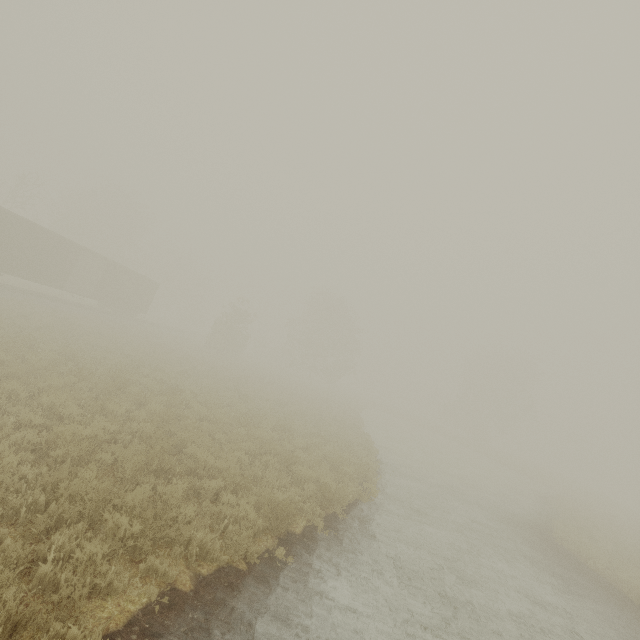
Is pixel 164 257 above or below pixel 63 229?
above

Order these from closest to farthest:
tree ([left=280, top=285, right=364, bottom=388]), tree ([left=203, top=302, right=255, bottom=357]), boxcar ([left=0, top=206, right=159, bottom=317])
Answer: boxcar ([left=0, top=206, right=159, bottom=317])
tree ([left=203, top=302, right=255, bottom=357])
tree ([left=280, top=285, right=364, bottom=388])

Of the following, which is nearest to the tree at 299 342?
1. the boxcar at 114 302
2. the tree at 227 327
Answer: the tree at 227 327

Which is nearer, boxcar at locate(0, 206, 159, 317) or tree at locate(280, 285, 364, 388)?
boxcar at locate(0, 206, 159, 317)

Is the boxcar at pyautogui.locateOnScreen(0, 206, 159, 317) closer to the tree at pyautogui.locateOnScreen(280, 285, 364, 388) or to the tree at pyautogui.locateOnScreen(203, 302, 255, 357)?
the tree at pyautogui.locateOnScreen(203, 302, 255, 357)

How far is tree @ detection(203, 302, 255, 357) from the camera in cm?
3616
